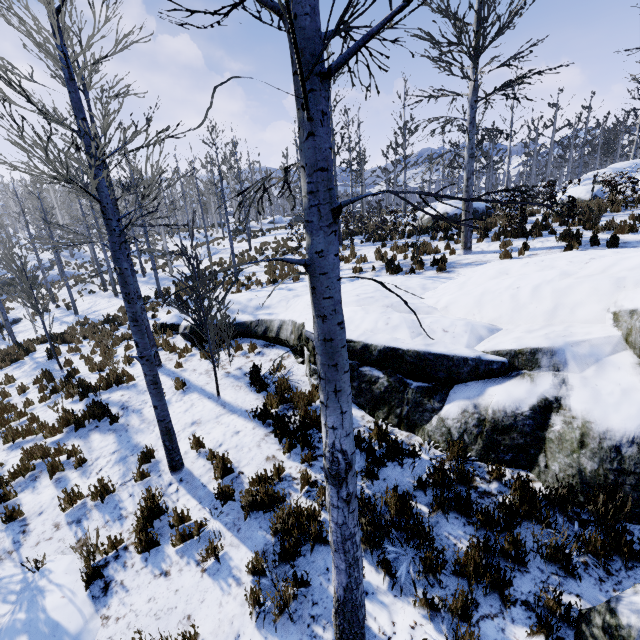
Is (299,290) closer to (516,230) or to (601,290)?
(601,290)

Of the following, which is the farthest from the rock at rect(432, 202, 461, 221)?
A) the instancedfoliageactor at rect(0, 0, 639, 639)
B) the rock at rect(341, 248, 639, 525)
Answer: the rock at rect(341, 248, 639, 525)

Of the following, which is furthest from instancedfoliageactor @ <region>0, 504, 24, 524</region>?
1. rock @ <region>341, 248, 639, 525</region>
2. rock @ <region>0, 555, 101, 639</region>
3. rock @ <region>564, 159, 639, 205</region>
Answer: rock @ <region>564, 159, 639, 205</region>

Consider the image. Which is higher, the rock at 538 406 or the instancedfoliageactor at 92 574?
the rock at 538 406

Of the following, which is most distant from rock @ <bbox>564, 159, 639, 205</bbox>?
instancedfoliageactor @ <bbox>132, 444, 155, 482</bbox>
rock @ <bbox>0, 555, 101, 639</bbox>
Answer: rock @ <bbox>0, 555, 101, 639</bbox>

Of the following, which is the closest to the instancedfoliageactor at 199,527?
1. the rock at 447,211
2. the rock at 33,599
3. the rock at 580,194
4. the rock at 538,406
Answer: the rock at 538,406

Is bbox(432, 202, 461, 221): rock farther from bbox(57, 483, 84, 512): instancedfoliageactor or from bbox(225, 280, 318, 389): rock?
bbox(225, 280, 318, 389): rock

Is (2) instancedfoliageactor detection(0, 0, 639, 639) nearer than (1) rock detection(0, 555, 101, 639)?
Yes
